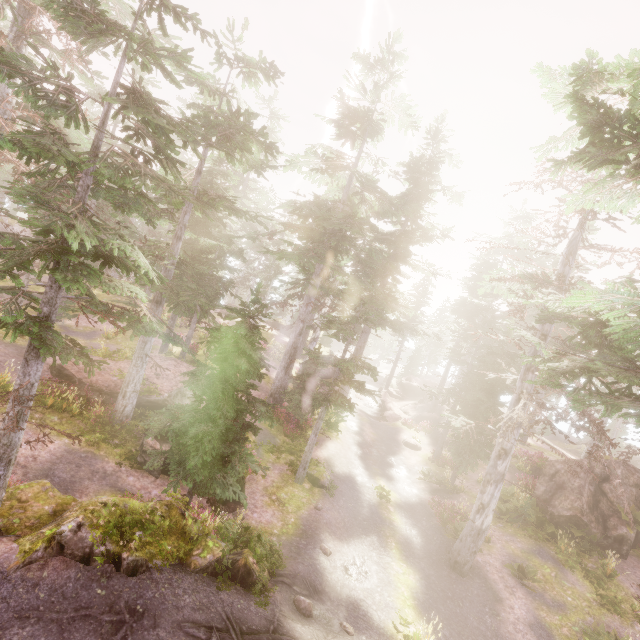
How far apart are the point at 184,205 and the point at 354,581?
13.55m

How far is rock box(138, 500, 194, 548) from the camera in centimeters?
823cm

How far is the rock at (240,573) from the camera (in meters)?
8.00

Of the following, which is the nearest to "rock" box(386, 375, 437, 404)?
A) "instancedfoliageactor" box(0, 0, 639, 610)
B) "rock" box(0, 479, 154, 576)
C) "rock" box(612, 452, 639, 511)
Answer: "instancedfoliageactor" box(0, 0, 639, 610)

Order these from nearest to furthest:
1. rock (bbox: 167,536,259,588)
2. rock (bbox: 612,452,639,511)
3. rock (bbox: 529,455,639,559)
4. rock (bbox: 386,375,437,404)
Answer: rock (bbox: 167,536,259,588), rock (bbox: 529,455,639,559), rock (bbox: 612,452,639,511), rock (bbox: 386,375,437,404)

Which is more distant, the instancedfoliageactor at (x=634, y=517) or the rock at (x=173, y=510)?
the instancedfoliageactor at (x=634, y=517)

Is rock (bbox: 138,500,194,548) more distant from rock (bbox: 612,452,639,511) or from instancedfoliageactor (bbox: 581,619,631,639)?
rock (bbox: 612,452,639,511)

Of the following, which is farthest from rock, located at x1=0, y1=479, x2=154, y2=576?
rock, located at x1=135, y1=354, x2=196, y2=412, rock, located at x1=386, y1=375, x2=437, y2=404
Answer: rock, located at x1=386, y1=375, x2=437, y2=404
